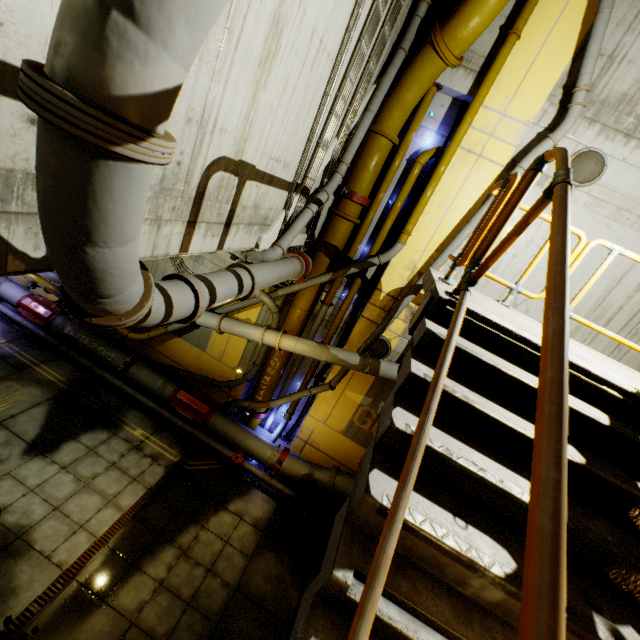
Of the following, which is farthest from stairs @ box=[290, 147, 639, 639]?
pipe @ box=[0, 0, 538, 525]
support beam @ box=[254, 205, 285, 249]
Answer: support beam @ box=[254, 205, 285, 249]

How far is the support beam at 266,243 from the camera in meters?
Answer: 6.1

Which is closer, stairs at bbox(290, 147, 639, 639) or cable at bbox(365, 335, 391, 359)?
stairs at bbox(290, 147, 639, 639)

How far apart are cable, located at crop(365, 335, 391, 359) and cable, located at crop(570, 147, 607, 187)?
5.7 meters

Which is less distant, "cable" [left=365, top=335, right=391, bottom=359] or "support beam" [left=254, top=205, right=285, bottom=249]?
"support beam" [left=254, top=205, right=285, bottom=249]

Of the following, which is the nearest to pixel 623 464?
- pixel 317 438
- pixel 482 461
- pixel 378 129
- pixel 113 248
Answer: pixel 482 461

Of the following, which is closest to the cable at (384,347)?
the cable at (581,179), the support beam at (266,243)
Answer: the support beam at (266,243)

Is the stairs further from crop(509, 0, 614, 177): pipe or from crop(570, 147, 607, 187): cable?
crop(570, 147, 607, 187): cable
